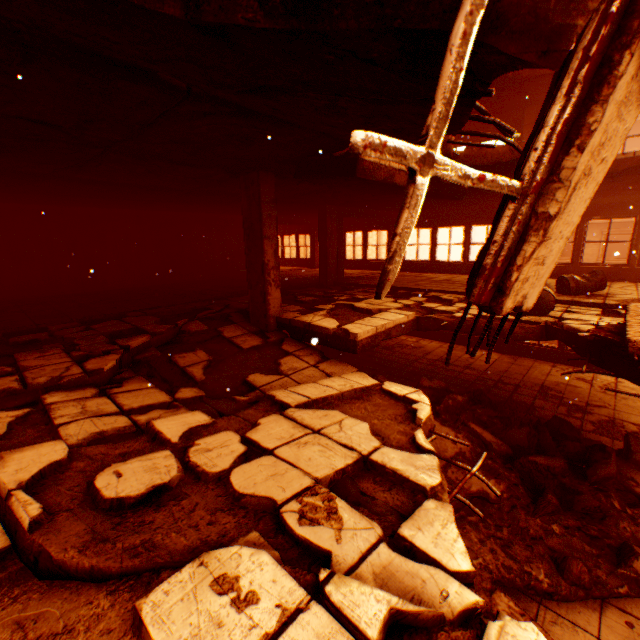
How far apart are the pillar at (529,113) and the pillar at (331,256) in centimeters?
634cm

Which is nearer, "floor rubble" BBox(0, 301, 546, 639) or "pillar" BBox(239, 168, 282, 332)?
"floor rubble" BBox(0, 301, 546, 639)

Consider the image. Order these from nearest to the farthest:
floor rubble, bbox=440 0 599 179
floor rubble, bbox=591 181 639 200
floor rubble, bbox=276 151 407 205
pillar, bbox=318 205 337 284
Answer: floor rubble, bbox=440 0 599 179 → floor rubble, bbox=276 151 407 205 → floor rubble, bbox=591 181 639 200 → pillar, bbox=318 205 337 284

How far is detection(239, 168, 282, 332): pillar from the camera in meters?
5.9 m

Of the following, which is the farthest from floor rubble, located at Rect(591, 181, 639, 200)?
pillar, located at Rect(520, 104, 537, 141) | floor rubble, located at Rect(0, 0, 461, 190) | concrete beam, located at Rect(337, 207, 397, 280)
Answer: concrete beam, located at Rect(337, 207, 397, 280)

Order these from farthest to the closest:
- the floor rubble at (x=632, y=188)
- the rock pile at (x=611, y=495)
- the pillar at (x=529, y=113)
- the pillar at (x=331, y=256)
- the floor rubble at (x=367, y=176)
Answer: the pillar at (x=331, y=256) < the pillar at (x=529, y=113) < the floor rubble at (x=632, y=188) < the floor rubble at (x=367, y=176) < the rock pile at (x=611, y=495)

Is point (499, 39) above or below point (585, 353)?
above

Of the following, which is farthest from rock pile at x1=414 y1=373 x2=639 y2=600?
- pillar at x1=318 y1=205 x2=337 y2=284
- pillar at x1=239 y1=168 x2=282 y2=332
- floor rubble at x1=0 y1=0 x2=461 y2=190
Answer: pillar at x1=318 y1=205 x2=337 y2=284
